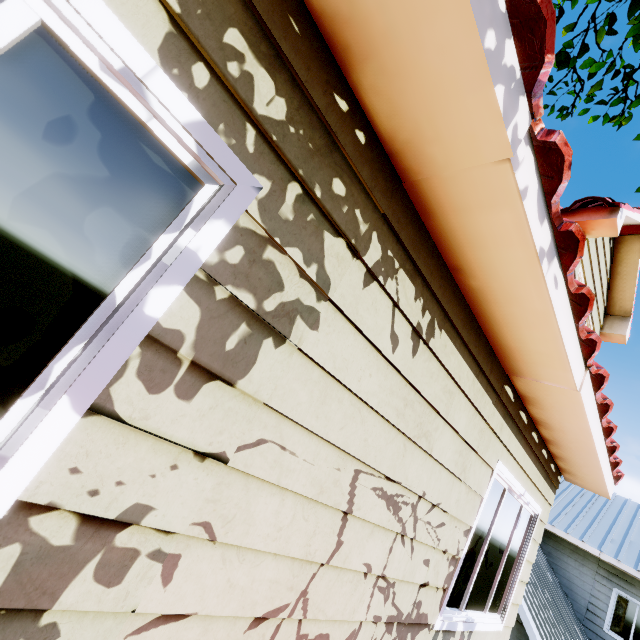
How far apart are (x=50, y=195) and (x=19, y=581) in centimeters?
99cm
